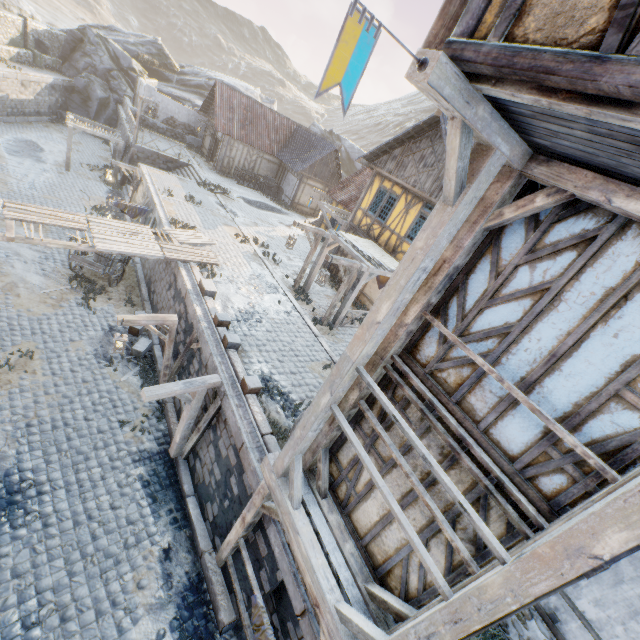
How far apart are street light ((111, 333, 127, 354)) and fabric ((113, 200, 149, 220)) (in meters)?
8.71

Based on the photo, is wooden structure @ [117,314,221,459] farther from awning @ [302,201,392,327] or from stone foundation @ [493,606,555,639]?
awning @ [302,201,392,327]

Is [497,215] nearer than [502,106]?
No

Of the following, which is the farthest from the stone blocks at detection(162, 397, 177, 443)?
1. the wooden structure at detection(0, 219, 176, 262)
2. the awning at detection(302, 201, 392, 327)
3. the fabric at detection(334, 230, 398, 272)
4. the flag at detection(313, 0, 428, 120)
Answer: the flag at detection(313, 0, 428, 120)

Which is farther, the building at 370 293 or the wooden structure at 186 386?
the building at 370 293

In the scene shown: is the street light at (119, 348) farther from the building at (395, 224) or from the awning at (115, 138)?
the awning at (115, 138)

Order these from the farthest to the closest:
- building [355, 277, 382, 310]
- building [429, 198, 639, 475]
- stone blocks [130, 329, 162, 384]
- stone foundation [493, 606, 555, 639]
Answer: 1. building [355, 277, 382, 310]
2. stone blocks [130, 329, 162, 384]
3. stone foundation [493, 606, 555, 639]
4. building [429, 198, 639, 475]

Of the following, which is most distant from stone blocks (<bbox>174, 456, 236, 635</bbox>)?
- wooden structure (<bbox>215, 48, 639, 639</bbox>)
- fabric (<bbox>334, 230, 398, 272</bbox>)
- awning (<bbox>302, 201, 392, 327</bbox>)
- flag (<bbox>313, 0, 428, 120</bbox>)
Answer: flag (<bbox>313, 0, 428, 120</bbox>)
